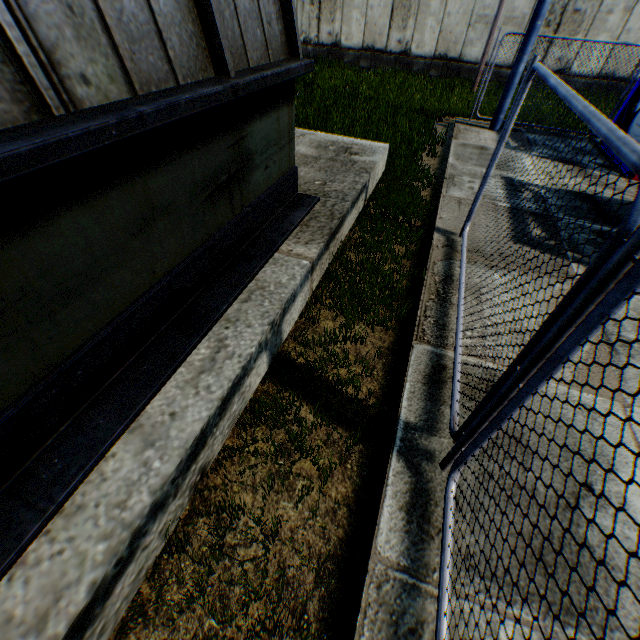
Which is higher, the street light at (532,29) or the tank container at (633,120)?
the street light at (532,29)

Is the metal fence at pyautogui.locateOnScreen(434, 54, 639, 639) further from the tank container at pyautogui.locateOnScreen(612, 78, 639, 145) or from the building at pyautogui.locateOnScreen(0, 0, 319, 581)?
the tank container at pyautogui.locateOnScreen(612, 78, 639, 145)

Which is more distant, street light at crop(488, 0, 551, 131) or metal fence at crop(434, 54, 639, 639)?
street light at crop(488, 0, 551, 131)

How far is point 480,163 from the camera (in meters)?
7.55

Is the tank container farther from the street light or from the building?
the building

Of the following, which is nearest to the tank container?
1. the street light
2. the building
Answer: the street light

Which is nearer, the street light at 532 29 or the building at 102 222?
the building at 102 222
